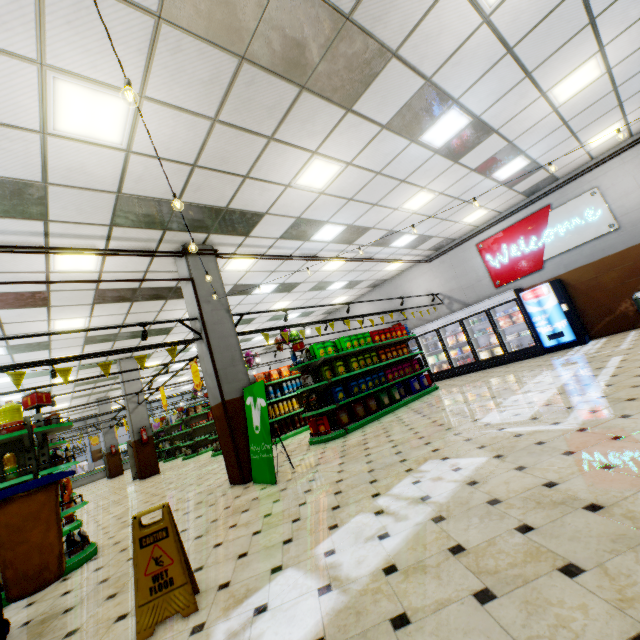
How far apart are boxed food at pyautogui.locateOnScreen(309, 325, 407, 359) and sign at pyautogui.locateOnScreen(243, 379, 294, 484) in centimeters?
247cm

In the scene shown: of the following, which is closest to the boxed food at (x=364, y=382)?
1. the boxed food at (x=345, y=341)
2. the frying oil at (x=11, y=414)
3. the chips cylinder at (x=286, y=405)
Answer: the boxed food at (x=345, y=341)

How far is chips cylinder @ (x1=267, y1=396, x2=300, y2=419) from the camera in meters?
10.5

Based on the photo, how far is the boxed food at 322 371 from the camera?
8.17m

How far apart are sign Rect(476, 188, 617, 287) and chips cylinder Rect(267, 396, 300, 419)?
8.61m

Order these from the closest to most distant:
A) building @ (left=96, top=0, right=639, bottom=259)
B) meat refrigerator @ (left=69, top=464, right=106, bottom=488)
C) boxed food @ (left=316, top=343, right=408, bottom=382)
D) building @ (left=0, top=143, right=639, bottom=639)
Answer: building @ (left=0, top=143, right=639, bottom=639) < building @ (left=96, top=0, right=639, bottom=259) < boxed food @ (left=316, top=343, right=408, bottom=382) < meat refrigerator @ (left=69, top=464, right=106, bottom=488)

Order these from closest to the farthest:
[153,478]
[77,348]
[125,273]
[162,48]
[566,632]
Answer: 1. [566,632]
2. [162,48]
3. [125,273]
4. [77,348]
5. [153,478]

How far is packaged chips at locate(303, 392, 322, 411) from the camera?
7.8m
